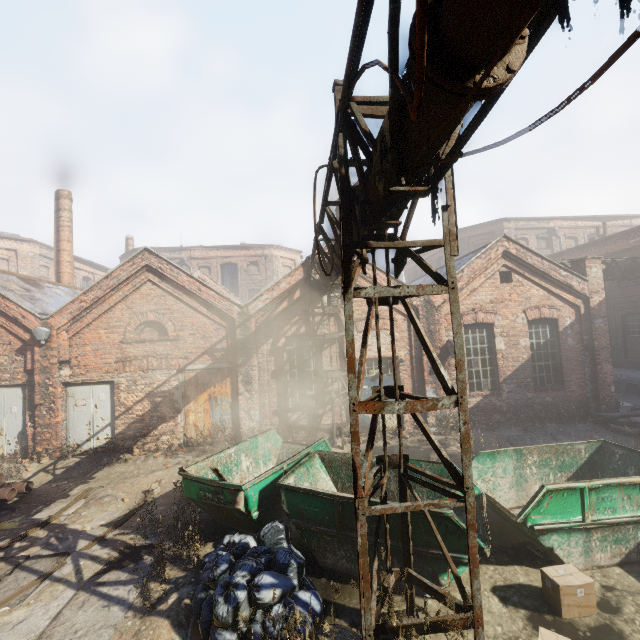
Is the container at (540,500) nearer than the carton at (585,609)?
No

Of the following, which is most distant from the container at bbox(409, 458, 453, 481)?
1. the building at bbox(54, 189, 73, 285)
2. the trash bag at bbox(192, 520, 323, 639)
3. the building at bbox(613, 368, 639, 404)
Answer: the building at bbox(54, 189, 73, 285)

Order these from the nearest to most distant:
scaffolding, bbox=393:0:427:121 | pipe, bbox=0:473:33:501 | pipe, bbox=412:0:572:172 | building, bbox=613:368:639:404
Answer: scaffolding, bbox=393:0:427:121, pipe, bbox=412:0:572:172, pipe, bbox=0:473:33:501, building, bbox=613:368:639:404

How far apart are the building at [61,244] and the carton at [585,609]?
22.4 meters

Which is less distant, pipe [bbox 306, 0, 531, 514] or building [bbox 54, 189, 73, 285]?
pipe [bbox 306, 0, 531, 514]

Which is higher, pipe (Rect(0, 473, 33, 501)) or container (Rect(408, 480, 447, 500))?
container (Rect(408, 480, 447, 500))

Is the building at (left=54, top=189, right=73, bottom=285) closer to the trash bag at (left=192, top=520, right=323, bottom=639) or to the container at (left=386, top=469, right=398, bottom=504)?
the container at (left=386, top=469, right=398, bottom=504)

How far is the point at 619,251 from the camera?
17.9m
